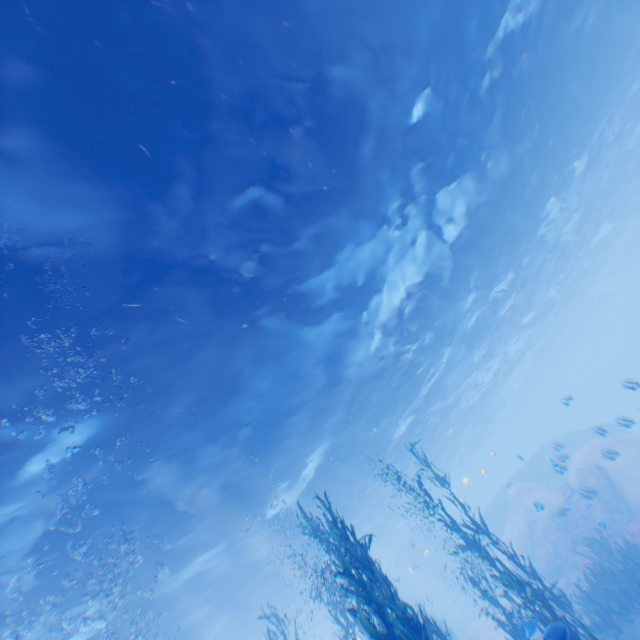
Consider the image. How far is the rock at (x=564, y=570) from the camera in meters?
13.0

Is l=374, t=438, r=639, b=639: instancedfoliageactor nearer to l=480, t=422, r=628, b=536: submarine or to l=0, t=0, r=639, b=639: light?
l=480, t=422, r=628, b=536: submarine

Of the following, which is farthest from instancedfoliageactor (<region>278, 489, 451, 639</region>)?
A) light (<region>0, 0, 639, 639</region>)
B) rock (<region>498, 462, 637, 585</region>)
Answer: light (<region>0, 0, 639, 639</region>)

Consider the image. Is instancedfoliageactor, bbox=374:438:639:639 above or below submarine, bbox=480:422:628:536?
below

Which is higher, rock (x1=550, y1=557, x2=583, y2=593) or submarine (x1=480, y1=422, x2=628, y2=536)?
submarine (x1=480, y1=422, x2=628, y2=536)

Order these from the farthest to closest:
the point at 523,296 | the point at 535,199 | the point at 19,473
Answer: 1. the point at 523,296
2. the point at 535,199
3. the point at 19,473

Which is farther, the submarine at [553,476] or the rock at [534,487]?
the rock at [534,487]
